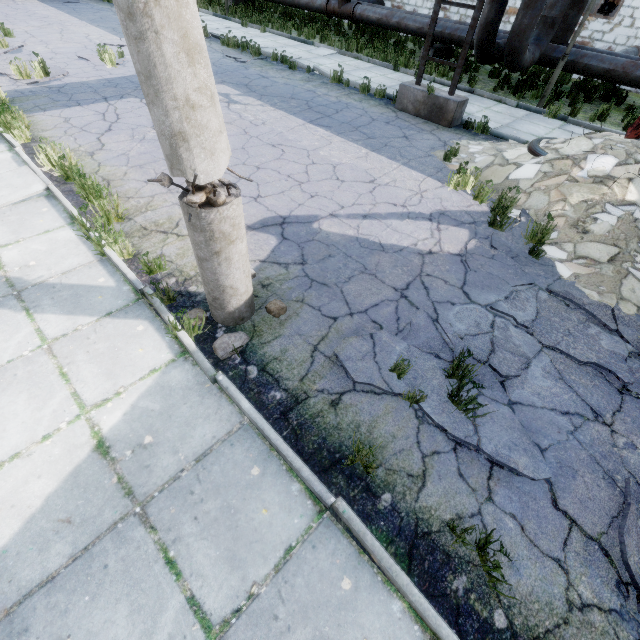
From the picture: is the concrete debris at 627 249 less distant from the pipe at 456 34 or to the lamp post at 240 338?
the pipe at 456 34

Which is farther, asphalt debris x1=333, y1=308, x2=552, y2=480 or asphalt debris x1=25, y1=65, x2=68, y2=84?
asphalt debris x1=25, y1=65, x2=68, y2=84

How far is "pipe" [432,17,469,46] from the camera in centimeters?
1168cm

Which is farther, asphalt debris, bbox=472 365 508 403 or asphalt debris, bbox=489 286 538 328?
asphalt debris, bbox=489 286 538 328

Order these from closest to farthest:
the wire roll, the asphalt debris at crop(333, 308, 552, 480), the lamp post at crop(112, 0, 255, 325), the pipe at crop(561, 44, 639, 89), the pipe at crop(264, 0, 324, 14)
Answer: the lamp post at crop(112, 0, 255, 325)
the asphalt debris at crop(333, 308, 552, 480)
the wire roll
the pipe at crop(561, 44, 639, 89)
the pipe at crop(264, 0, 324, 14)

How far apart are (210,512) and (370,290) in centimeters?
288cm

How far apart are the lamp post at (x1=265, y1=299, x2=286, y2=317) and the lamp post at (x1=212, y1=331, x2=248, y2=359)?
0.43m

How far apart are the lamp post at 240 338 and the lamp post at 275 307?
0.43m
